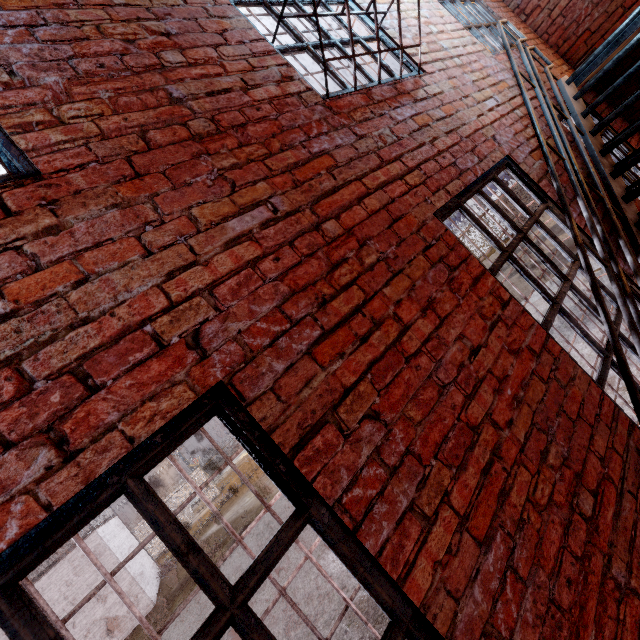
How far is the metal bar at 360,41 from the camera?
2.6m

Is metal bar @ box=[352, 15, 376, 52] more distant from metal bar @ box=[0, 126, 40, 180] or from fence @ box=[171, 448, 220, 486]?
fence @ box=[171, 448, 220, 486]

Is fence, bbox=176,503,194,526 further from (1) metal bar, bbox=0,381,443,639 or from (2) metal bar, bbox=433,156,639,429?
(1) metal bar, bbox=0,381,443,639

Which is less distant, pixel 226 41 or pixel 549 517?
pixel 549 517

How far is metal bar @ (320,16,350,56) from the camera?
2.4 meters

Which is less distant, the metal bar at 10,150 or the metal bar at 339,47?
the metal bar at 10,150

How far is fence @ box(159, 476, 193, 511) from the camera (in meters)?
24.08

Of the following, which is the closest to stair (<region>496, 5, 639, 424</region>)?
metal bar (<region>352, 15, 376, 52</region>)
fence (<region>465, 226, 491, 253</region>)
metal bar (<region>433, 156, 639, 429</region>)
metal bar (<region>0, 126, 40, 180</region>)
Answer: metal bar (<region>433, 156, 639, 429</region>)
